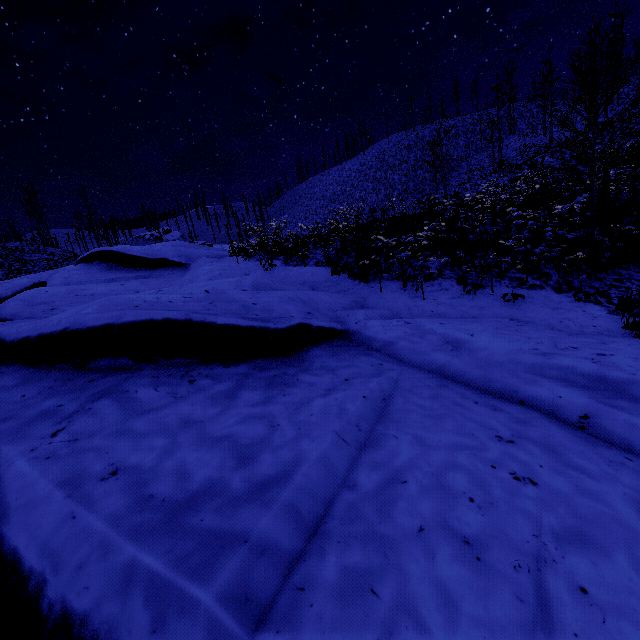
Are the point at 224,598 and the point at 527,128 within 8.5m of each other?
no
